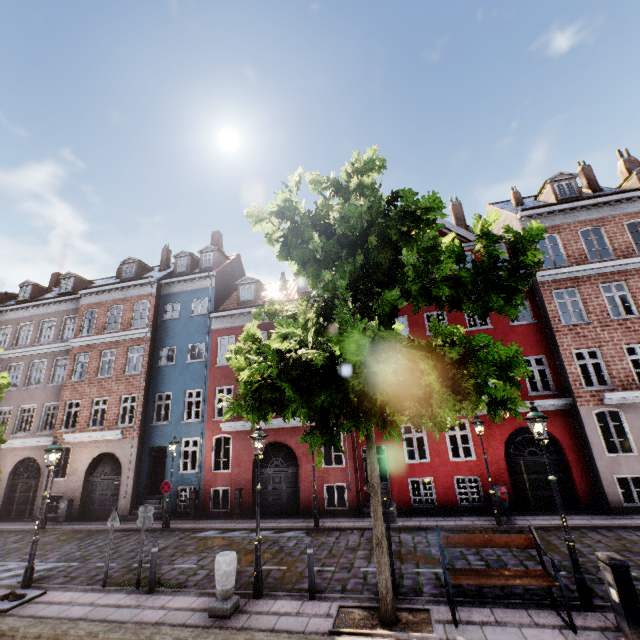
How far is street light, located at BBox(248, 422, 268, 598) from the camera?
7.7 meters

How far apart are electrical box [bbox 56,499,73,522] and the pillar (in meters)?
15.40

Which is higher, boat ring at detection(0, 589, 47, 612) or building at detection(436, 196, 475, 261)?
building at detection(436, 196, 475, 261)

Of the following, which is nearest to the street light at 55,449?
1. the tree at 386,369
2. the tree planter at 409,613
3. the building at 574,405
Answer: the tree at 386,369

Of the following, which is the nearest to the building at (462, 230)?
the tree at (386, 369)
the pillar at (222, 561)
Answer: the tree at (386, 369)

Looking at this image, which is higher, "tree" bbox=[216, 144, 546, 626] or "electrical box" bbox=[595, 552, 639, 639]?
"tree" bbox=[216, 144, 546, 626]

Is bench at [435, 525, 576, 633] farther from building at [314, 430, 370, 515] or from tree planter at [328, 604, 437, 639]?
building at [314, 430, 370, 515]

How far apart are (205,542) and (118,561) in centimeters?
289cm
